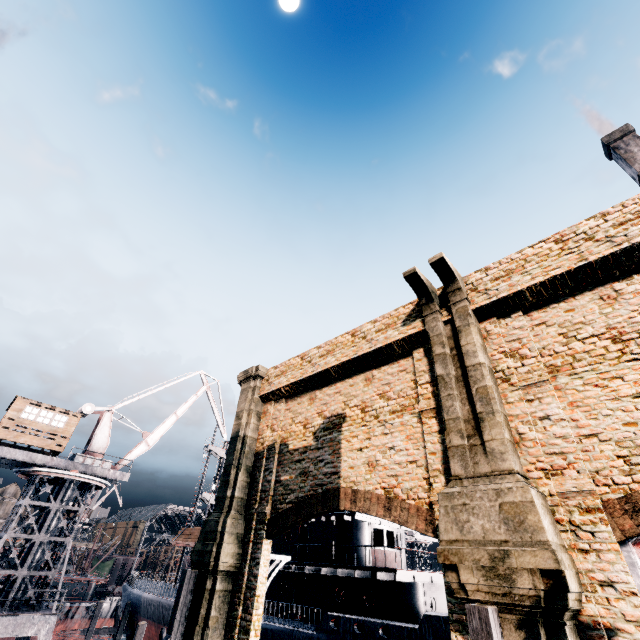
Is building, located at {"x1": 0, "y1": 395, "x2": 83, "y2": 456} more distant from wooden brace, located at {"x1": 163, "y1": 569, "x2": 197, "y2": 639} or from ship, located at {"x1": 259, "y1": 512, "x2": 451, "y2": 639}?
wooden brace, located at {"x1": 163, "y1": 569, "x2": 197, "y2": 639}

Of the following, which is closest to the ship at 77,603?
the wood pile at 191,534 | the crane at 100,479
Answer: the crane at 100,479

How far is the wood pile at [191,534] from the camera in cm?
3148

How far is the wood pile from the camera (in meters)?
31.48

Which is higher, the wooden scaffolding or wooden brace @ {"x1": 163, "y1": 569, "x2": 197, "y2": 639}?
wooden brace @ {"x1": 163, "y1": 569, "x2": 197, "y2": 639}

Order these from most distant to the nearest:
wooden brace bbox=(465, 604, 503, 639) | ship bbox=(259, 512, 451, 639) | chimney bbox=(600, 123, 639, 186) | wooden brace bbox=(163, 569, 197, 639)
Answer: chimney bbox=(600, 123, 639, 186) → ship bbox=(259, 512, 451, 639) → wooden brace bbox=(163, 569, 197, 639) → wooden brace bbox=(465, 604, 503, 639)

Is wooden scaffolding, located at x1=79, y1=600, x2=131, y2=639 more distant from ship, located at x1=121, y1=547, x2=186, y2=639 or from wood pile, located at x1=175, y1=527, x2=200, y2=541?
wood pile, located at x1=175, y1=527, x2=200, y2=541

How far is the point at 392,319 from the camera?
13.9m
